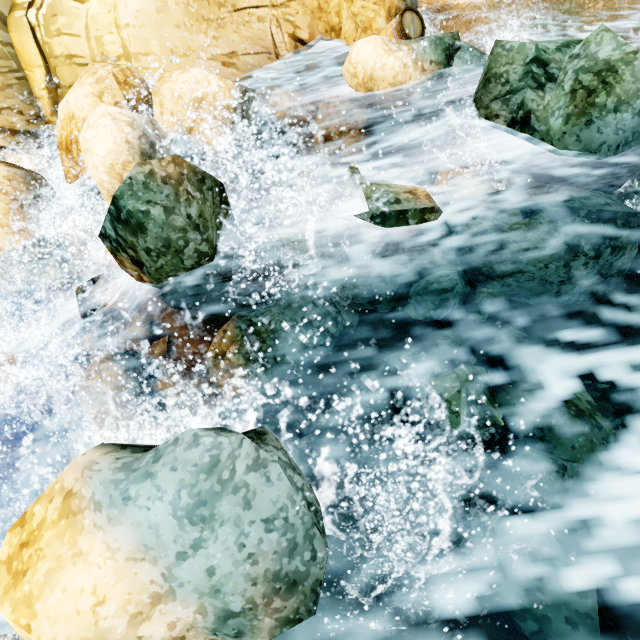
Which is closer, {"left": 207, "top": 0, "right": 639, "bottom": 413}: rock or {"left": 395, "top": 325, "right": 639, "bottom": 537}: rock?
{"left": 395, "top": 325, "right": 639, "bottom": 537}: rock

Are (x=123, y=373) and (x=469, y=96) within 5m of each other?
no

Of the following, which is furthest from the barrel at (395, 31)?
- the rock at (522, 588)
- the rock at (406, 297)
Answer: the rock at (522, 588)

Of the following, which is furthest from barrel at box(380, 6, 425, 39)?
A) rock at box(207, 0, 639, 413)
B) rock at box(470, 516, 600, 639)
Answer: rock at box(470, 516, 600, 639)

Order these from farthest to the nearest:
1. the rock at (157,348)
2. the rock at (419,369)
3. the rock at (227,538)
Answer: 1. the rock at (157,348)
2. the rock at (419,369)
3. the rock at (227,538)

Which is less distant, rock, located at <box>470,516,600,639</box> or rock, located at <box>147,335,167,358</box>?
rock, located at <box>470,516,600,639</box>

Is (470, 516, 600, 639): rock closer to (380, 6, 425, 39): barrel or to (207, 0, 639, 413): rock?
(207, 0, 639, 413): rock
